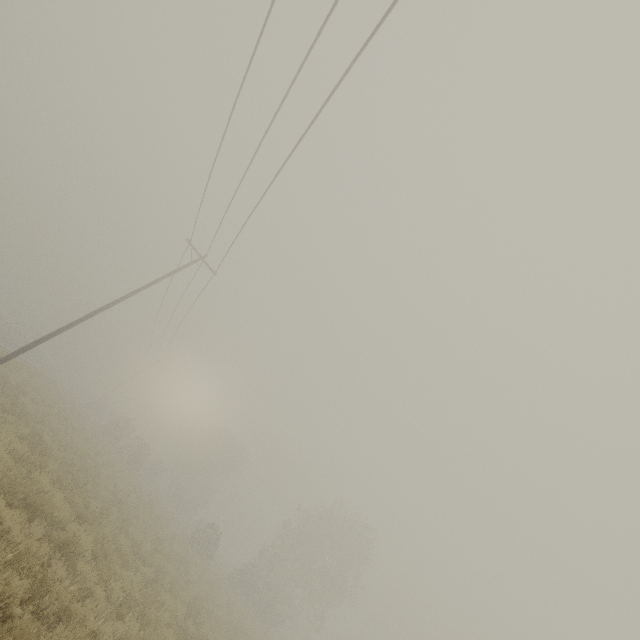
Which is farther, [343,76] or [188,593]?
[188,593]
